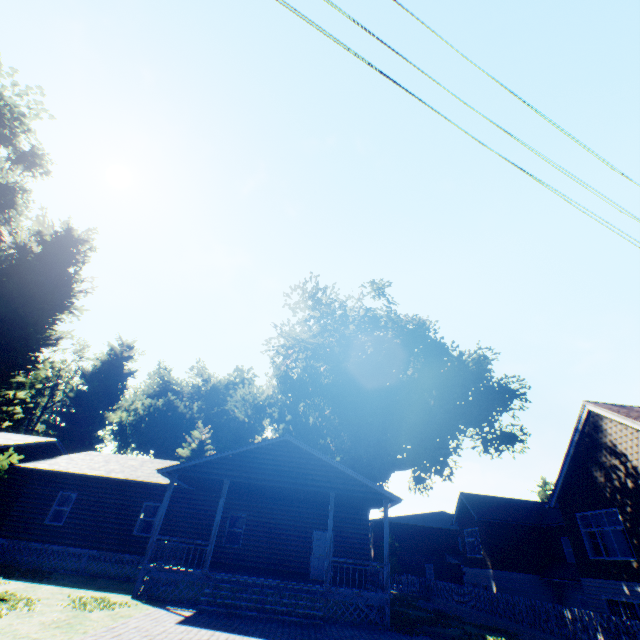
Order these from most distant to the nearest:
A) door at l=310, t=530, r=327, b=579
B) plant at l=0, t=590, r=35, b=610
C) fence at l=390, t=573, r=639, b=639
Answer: door at l=310, t=530, r=327, b=579, fence at l=390, t=573, r=639, b=639, plant at l=0, t=590, r=35, b=610

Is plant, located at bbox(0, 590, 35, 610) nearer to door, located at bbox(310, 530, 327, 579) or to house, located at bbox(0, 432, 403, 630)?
house, located at bbox(0, 432, 403, 630)

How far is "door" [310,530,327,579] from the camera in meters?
17.2 m

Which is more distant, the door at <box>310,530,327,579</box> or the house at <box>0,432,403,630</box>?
the door at <box>310,530,327,579</box>

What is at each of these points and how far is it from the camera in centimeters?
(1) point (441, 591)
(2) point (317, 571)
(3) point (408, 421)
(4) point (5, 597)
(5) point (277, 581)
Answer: (1) fence, 2788cm
(2) door, 1725cm
(3) plant, 3519cm
(4) plant, 1005cm
(5) house, 1291cm

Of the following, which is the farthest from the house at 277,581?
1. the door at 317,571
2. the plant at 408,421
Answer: the plant at 408,421

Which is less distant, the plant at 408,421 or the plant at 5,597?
the plant at 5,597

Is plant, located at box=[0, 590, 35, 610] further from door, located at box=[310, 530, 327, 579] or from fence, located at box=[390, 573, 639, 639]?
door, located at box=[310, 530, 327, 579]
